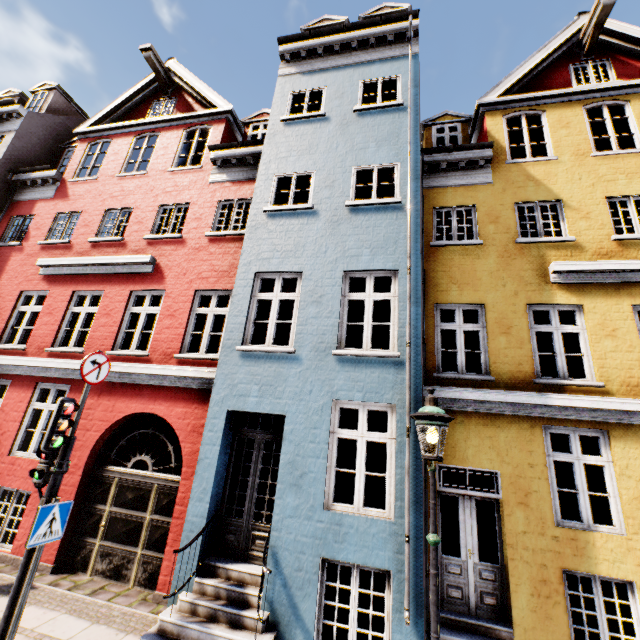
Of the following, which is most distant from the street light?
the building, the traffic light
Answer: the traffic light

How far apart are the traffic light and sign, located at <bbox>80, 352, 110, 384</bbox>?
0.32m

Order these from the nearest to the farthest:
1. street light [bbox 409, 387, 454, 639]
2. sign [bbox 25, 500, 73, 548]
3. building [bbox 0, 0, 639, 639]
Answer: street light [bbox 409, 387, 454, 639]
sign [bbox 25, 500, 73, 548]
building [bbox 0, 0, 639, 639]

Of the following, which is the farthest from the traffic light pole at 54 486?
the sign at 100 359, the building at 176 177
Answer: the building at 176 177

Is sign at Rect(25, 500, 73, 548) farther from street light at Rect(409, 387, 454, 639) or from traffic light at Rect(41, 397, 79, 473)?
street light at Rect(409, 387, 454, 639)

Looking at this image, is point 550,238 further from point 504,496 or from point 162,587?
point 162,587

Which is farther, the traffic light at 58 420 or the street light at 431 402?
the traffic light at 58 420

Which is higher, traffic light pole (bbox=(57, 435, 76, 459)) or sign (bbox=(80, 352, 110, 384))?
sign (bbox=(80, 352, 110, 384))
